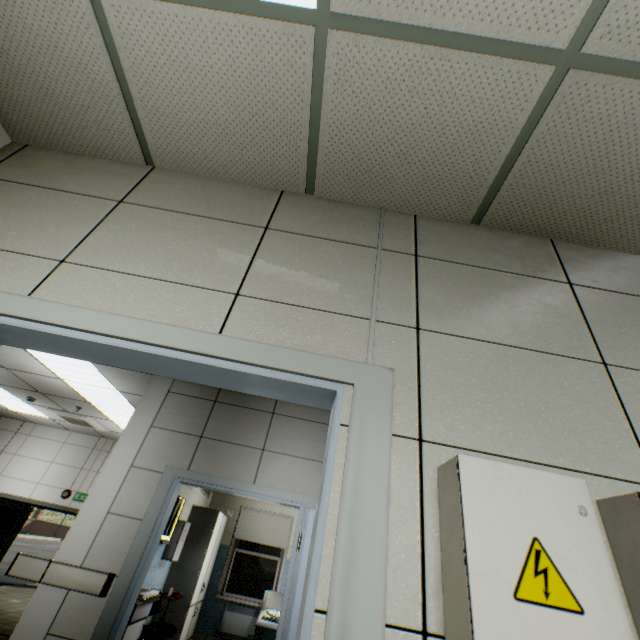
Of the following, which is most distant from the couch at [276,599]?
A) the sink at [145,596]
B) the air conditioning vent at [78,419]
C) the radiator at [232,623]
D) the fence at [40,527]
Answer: the fence at [40,527]

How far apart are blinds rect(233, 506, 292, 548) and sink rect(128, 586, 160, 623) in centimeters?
386cm

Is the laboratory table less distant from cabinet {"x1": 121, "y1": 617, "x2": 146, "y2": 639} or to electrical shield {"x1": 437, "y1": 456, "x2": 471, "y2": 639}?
cabinet {"x1": 121, "y1": 617, "x2": 146, "y2": 639}

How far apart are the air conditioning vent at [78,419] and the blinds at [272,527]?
3.7 meters

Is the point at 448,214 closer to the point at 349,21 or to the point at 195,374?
the point at 349,21

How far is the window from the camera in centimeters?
710cm

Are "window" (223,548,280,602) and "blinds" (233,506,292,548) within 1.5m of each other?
yes

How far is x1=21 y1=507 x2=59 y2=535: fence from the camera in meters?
31.8
